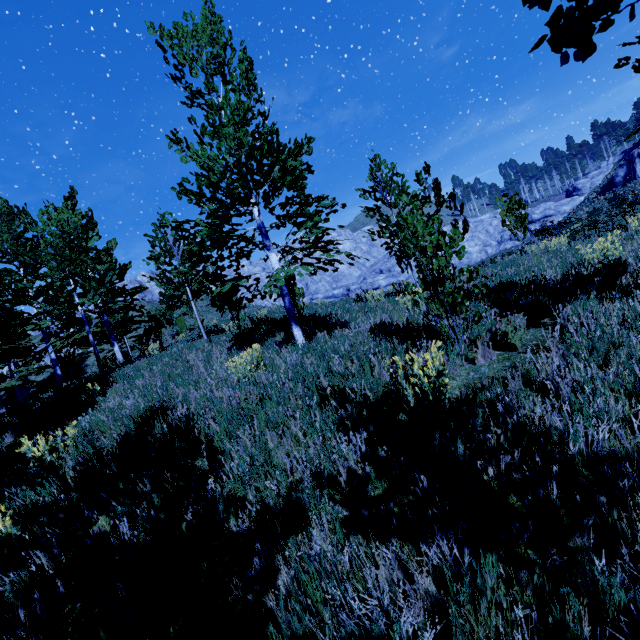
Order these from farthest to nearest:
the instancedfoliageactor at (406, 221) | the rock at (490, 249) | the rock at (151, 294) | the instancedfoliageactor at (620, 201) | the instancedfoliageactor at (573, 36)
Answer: →
the rock at (490, 249)
the rock at (151, 294)
the instancedfoliageactor at (620, 201)
the instancedfoliageactor at (406, 221)
the instancedfoliageactor at (573, 36)

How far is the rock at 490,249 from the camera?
50.50m

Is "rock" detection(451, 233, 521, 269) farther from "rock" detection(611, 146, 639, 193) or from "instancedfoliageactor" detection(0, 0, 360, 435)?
"rock" detection(611, 146, 639, 193)

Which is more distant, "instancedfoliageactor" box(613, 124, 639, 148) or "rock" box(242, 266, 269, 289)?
"rock" box(242, 266, 269, 289)

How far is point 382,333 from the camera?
6.6 meters

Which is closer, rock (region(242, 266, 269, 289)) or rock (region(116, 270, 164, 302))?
rock (region(116, 270, 164, 302))

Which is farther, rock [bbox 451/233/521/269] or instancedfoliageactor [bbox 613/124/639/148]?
rock [bbox 451/233/521/269]

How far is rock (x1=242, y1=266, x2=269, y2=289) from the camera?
57.1 meters
